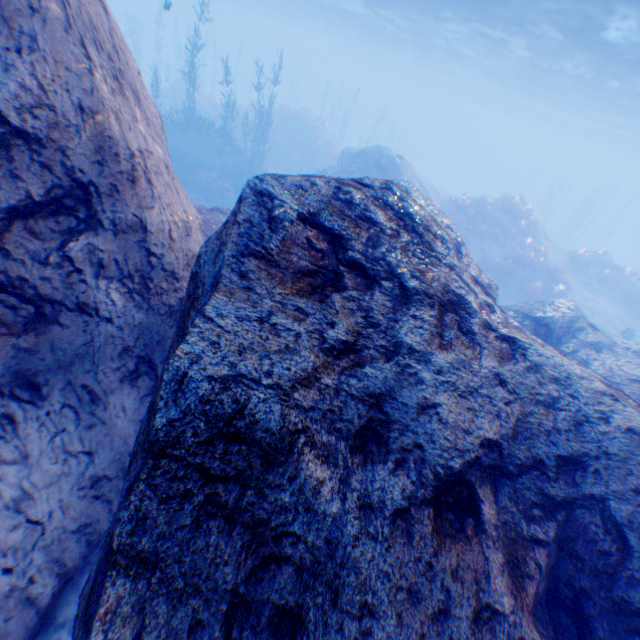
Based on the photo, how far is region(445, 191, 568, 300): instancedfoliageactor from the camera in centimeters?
1984cm

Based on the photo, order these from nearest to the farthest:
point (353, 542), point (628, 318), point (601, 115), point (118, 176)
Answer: point (353, 542) < point (118, 176) < point (628, 318) < point (601, 115)

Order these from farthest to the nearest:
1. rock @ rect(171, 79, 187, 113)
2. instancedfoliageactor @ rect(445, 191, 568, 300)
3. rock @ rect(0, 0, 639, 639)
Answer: rock @ rect(171, 79, 187, 113) → instancedfoliageactor @ rect(445, 191, 568, 300) → rock @ rect(0, 0, 639, 639)

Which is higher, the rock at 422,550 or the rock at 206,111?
the rock at 422,550

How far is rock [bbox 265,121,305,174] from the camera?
28.05m

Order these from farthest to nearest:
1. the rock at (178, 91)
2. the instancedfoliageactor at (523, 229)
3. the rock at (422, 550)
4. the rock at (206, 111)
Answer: the rock at (206, 111) → the rock at (178, 91) → the instancedfoliageactor at (523, 229) → the rock at (422, 550)

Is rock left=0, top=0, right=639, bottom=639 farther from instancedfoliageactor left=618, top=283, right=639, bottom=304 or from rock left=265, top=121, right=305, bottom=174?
instancedfoliageactor left=618, top=283, right=639, bottom=304
